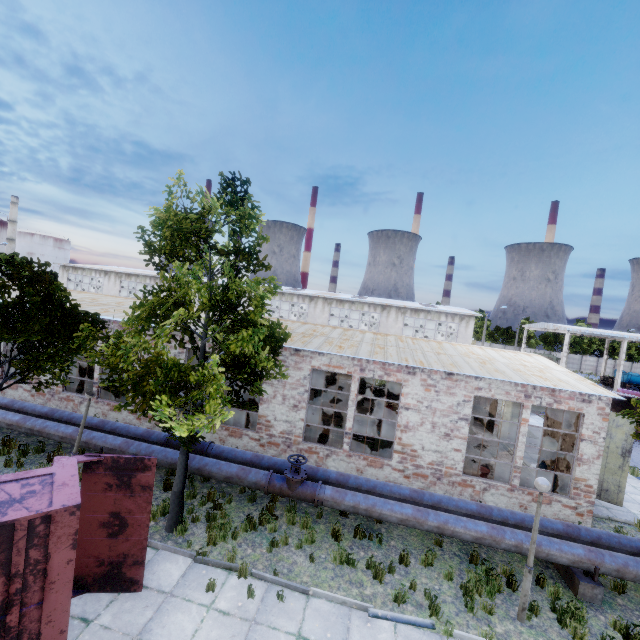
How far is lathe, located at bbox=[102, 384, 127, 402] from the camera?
16.1 meters

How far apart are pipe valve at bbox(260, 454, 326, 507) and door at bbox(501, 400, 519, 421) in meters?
14.8 m

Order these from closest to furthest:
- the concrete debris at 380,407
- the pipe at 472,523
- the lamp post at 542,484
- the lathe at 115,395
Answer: the lamp post at 542,484 < the pipe at 472,523 < the lathe at 115,395 < the concrete debris at 380,407

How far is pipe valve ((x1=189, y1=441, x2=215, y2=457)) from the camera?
11.5m

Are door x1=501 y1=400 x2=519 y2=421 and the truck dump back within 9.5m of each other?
no

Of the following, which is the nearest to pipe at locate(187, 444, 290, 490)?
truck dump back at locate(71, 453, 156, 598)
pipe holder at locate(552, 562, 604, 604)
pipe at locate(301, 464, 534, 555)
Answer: pipe at locate(301, 464, 534, 555)

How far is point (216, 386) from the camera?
7.3 meters

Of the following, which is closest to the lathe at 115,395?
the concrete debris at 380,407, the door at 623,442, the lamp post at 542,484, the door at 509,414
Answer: the concrete debris at 380,407
